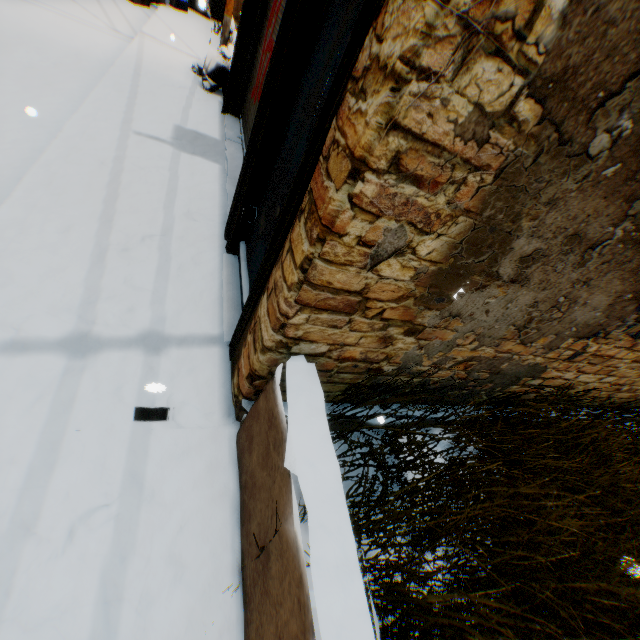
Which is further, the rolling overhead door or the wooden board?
the rolling overhead door

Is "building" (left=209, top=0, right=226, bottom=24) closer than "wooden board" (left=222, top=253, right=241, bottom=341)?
No

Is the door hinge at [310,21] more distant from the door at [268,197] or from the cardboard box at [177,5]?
the cardboard box at [177,5]

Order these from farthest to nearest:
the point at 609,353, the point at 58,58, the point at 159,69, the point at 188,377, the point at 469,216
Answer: the point at 159,69
the point at 58,58
the point at 609,353
the point at 188,377
the point at 469,216

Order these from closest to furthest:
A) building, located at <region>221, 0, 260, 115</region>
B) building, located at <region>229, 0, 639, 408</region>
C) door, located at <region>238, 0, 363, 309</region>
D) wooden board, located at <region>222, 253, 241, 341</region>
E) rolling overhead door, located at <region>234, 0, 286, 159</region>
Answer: building, located at <region>229, 0, 639, 408</region>
door, located at <region>238, 0, 363, 309</region>
wooden board, located at <region>222, 253, 241, 341</region>
rolling overhead door, located at <region>234, 0, 286, 159</region>
building, located at <region>221, 0, 260, 115</region>

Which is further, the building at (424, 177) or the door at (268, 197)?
the door at (268, 197)

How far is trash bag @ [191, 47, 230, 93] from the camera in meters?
6.5

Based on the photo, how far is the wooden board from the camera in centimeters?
287cm
